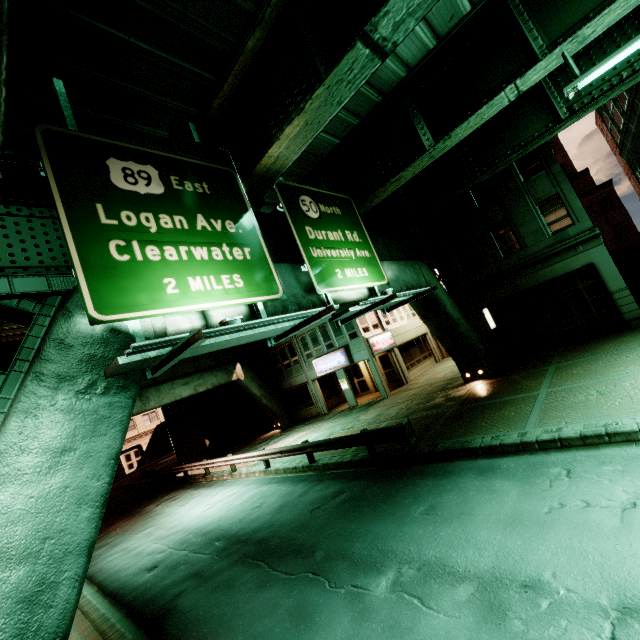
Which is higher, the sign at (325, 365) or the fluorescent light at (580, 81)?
the fluorescent light at (580, 81)

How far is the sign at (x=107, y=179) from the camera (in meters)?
5.21

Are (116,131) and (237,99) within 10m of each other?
yes

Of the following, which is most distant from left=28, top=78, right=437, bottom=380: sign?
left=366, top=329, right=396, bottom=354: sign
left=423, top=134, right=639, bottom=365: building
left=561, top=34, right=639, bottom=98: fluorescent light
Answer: left=366, top=329, right=396, bottom=354: sign

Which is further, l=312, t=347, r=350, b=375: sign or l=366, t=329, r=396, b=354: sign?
l=312, t=347, r=350, b=375: sign

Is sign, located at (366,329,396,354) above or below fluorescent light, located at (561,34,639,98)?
below

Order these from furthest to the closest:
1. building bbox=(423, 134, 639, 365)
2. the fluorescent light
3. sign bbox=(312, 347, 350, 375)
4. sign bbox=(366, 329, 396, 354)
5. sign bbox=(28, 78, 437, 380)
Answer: sign bbox=(312, 347, 350, 375) → sign bbox=(366, 329, 396, 354) → building bbox=(423, 134, 639, 365) → the fluorescent light → sign bbox=(28, 78, 437, 380)

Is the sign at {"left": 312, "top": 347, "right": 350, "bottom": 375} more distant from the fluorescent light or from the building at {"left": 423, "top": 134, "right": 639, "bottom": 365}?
the fluorescent light
